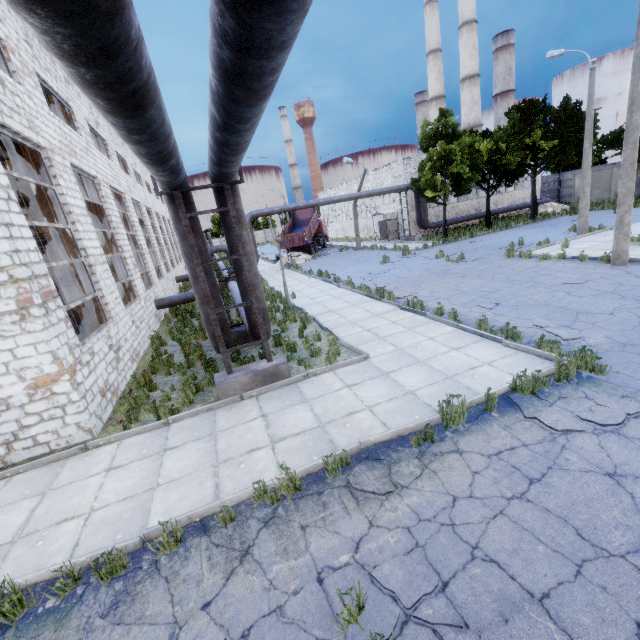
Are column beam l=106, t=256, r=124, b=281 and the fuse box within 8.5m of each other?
no

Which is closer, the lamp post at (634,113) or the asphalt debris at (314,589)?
the asphalt debris at (314,589)

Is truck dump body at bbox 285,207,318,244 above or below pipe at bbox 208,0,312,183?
below

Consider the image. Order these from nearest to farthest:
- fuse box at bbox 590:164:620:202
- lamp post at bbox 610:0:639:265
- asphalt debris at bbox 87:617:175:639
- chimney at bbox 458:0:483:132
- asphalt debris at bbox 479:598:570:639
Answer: asphalt debris at bbox 479:598:570:639, asphalt debris at bbox 87:617:175:639, lamp post at bbox 610:0:639:265, fuse box at bbox 590:164:620:202, chimney at bbox 458:0:483:132

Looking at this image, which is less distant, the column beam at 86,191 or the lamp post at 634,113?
the lamp post at 634,113

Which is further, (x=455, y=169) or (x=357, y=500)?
(x=455, y=169)

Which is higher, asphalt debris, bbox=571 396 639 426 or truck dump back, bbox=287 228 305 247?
truck dump back, bbox=287 228 305 247

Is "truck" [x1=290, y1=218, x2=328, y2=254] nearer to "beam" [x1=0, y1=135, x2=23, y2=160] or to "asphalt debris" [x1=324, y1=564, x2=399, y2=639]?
"beam" [x1=0, y1=135, x2=23, y2=160]
